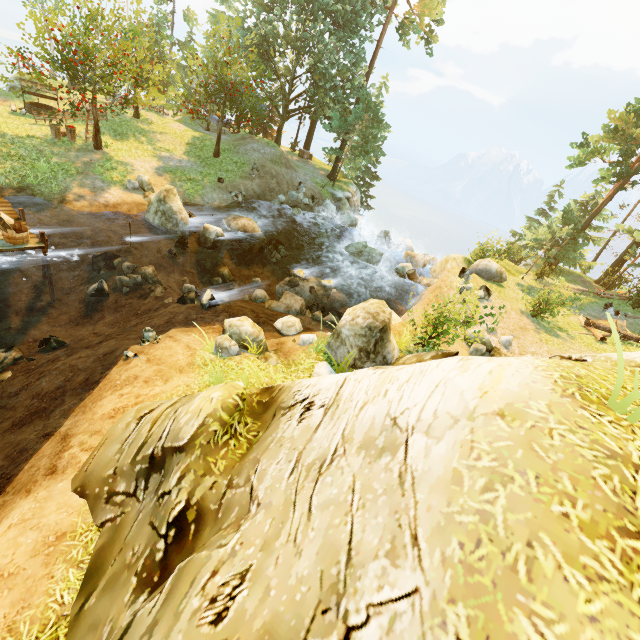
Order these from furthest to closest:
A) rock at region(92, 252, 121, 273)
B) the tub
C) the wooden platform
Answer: rock at region(92, 252, 121, 273) < the wooden platform < the tub

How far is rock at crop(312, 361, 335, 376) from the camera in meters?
9.7

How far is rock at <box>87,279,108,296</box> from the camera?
12.16m

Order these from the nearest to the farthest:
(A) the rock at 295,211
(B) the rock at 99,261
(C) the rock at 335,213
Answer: (B) the rock at 99,261, (A) the rock at 295,211, (C) the rock at 335,213

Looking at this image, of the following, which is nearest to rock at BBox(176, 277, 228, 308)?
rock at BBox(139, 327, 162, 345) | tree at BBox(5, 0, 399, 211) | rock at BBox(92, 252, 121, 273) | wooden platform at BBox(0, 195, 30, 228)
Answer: rock at BBox(92, 252, 121, 273)

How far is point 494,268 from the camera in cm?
1916

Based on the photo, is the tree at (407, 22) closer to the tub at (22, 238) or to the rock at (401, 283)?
the rock at (401, 283)

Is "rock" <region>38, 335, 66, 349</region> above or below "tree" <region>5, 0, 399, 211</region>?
below
